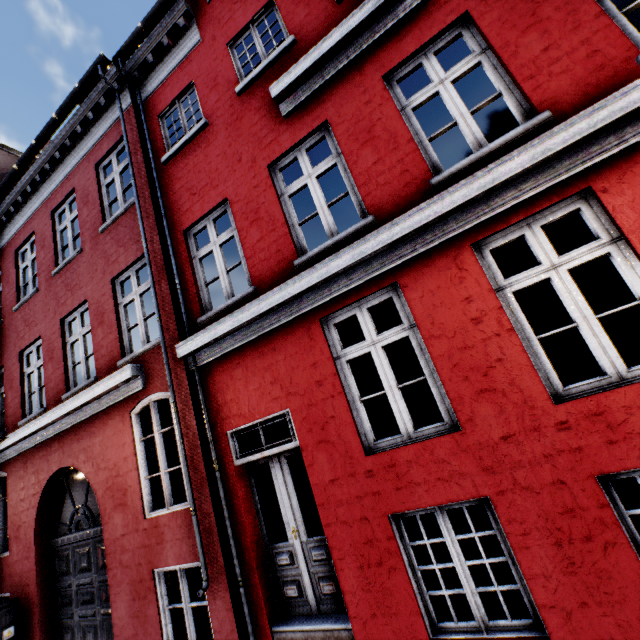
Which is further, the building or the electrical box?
the electrical box

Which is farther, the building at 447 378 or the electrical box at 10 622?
the electrical box at 10 622

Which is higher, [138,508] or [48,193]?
[48,193]
